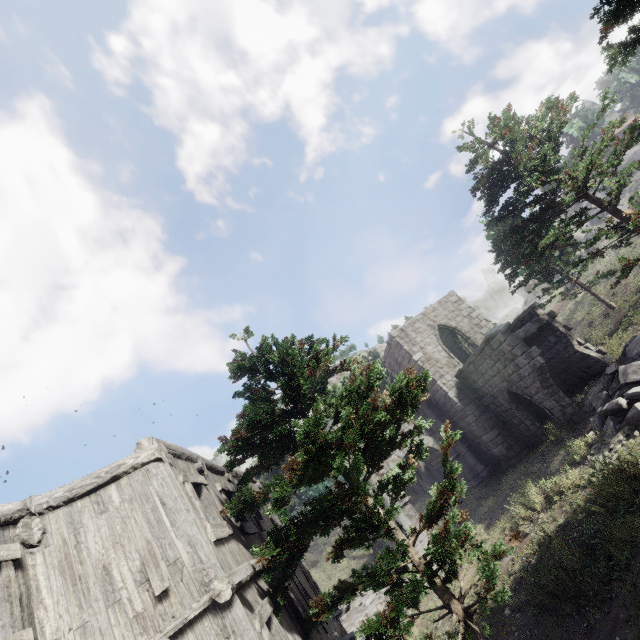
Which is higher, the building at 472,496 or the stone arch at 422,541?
the stone arch at 422,541

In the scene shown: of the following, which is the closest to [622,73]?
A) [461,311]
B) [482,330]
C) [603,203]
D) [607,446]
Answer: [461,311]

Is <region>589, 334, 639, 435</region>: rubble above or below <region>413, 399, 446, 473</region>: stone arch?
below

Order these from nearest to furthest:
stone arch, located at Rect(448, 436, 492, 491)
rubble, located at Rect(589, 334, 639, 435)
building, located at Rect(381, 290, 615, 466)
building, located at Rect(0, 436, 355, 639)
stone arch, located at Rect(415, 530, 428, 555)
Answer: building, located at Rect(0, 436, 355, 639) < rubble, located at Rect(589, 334, 639, 435) < building, located at Rect(381, 290, 615, 466) < stone arch, located at Rect(415, 530, 428, 555) < stone arch, located at Rect(448, 436, 492, 491)

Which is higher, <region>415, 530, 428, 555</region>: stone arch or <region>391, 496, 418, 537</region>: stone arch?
<region>391, 496, 418, 537</region>: stone arch

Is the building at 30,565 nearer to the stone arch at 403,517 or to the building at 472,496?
the stone arch at 403,517

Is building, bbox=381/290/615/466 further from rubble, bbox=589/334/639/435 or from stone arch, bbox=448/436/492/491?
rubble, bbox=589/334/639/435
